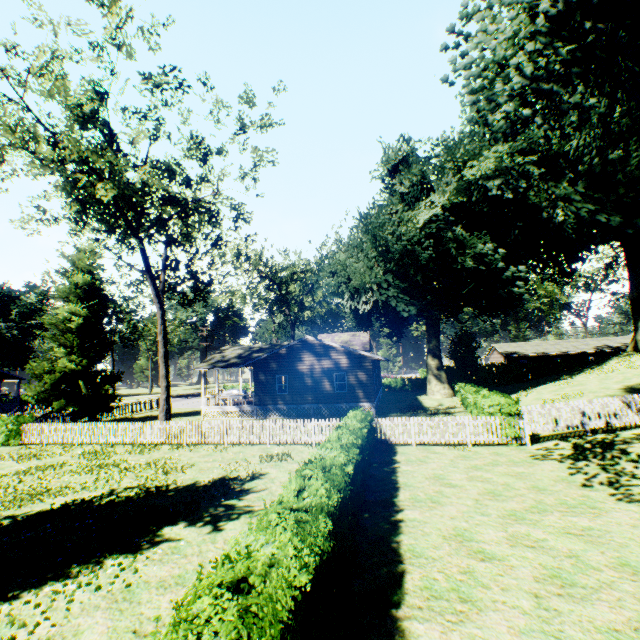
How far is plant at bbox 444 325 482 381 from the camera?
45.1 meters

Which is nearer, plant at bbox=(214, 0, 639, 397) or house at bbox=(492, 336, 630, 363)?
plant at bbox=(214, 0, 639, 397)

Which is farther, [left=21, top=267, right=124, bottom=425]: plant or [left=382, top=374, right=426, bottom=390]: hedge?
[left=382, top=374, right=426, bottom=390]: hedge

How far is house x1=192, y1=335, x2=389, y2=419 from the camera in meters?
25.8

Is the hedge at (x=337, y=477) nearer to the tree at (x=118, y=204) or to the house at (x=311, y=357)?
the house at (x=311, y=357)

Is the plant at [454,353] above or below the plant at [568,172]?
below

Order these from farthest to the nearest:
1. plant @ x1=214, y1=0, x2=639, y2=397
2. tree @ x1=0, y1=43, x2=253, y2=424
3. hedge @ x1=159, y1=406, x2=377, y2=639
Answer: tree @ x1=0, y1=43, x2=253, y2=424 → plant @ x1=214, y1=0, x2=639, y2=397 → hedge @ x1=159, y1=406, x2=377, y2=639

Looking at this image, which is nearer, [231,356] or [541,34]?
[541,34]
